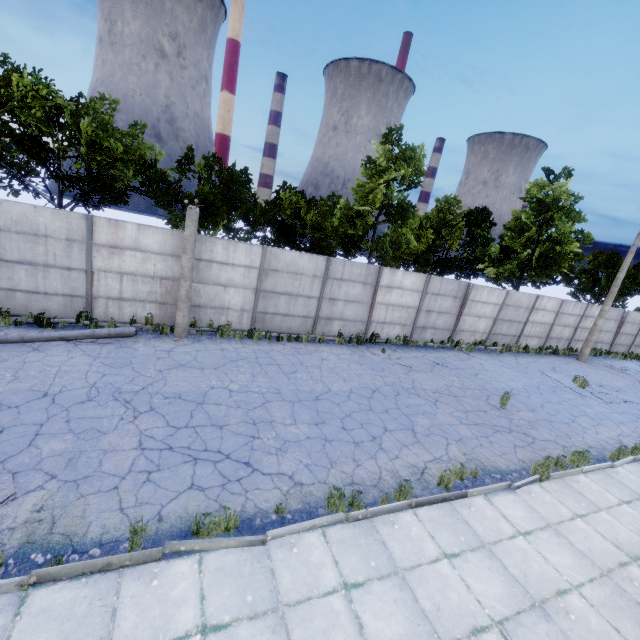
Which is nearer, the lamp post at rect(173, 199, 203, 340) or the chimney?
the lamp post at rect(173, 199, 203, 340)

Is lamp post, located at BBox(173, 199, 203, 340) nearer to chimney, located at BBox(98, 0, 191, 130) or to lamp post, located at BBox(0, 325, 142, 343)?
lamp post, located at BBox(0, 325, 142, 343)

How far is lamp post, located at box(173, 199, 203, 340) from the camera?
10.71m

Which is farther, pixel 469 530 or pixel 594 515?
pixel 594 515

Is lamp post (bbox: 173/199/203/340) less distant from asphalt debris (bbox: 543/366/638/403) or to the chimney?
asphalt debris (bbox: 543/366/638/403)

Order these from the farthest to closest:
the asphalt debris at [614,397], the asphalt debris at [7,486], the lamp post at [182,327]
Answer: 1. the asphalt debris at [614,397]
2. the lamp post at [182,327]
3. the asphalt debris at [7,486]

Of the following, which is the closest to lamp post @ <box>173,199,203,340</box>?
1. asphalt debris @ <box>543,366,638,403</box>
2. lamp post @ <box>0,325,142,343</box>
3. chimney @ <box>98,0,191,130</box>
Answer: lamp post @ <box>0,325,142,343</box>

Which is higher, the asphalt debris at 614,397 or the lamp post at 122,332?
the lamp post at 122,332
